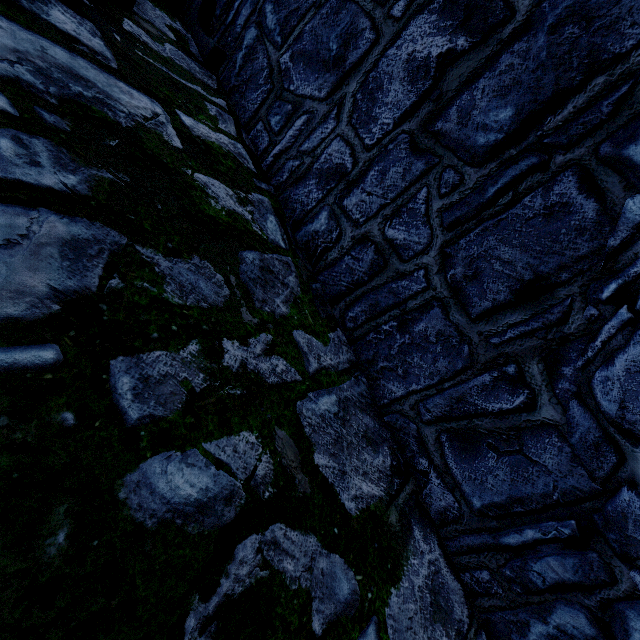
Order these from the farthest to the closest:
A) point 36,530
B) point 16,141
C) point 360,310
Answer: point 360,310
point 16,141
point 36,530
